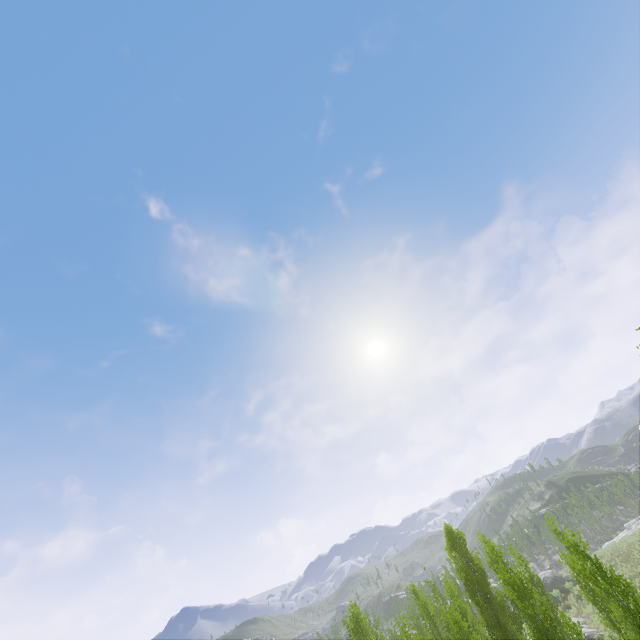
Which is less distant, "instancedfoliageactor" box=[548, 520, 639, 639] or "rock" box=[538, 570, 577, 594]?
"instancedfoliageactor" box=[548, 520, 639, 639]

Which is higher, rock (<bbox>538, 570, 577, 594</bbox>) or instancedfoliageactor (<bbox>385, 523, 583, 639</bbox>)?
instancedfoliageactor (<bbox>385, 523, 583, 639</bbox>)

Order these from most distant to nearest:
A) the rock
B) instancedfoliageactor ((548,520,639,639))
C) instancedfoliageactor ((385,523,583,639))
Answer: the rock, instancedfoliageactor ((385,523,583,639)), instancedfoliageactor ((548,520,639,639))

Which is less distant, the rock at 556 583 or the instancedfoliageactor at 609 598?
the instancedfoliageactor at 609 598

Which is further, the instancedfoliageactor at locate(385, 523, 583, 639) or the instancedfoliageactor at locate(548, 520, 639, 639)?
the instancedfoliageactor at locate(385, 523, 583, 639)

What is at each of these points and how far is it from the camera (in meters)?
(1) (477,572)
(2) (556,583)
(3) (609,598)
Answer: (1) instancedfoliageactor, 29.36
(2) rock, 46.62
(3) instancedfoliageactor, 16.66

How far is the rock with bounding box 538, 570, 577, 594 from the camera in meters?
45.8 m
